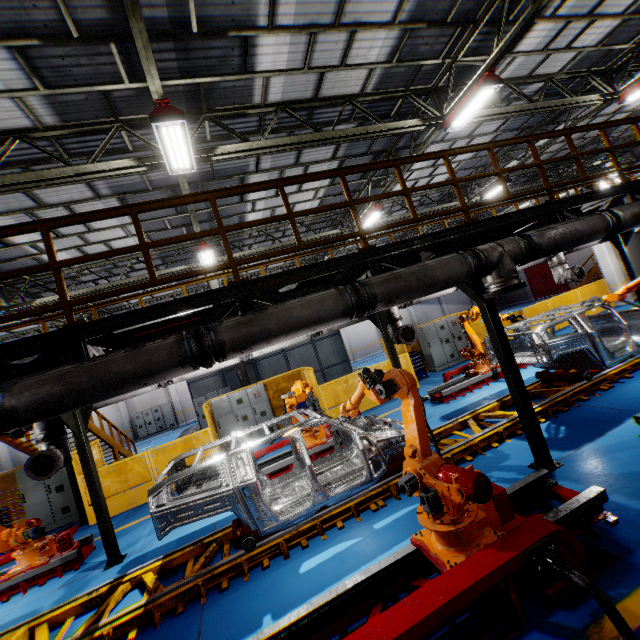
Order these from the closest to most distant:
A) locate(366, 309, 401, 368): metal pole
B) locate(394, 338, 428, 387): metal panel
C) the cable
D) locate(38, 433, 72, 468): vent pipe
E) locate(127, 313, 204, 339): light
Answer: the cable
locate(127, 313, 204, 339): light
locate(38, 433, 72, 468): vent pipe
locate(366, 309, 401, 368): metal pole
locate(394, 338, 428, 387): metal panel

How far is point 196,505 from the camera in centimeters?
482cm

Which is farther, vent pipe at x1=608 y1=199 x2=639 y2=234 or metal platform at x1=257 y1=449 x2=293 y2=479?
metal platform at x1=257 y1=449 x2=293 y2=479

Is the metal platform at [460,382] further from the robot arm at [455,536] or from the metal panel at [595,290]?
the robot arm at [455,536]

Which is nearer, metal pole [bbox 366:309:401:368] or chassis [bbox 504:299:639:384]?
chassis [bbox 504:299:639:384]

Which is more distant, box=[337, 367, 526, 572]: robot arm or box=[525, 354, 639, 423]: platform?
box=[525, 354, 639, 423]: platform

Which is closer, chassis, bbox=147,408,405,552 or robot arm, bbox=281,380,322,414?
chassis, bbox=147,408,405,552

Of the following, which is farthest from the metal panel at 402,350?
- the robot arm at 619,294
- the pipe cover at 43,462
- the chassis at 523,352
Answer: the chassis at 523,352
